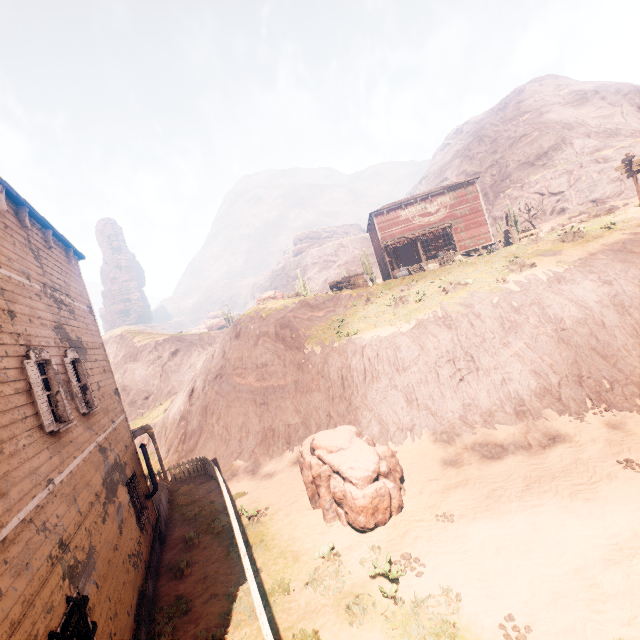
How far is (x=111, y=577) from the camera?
6.66m

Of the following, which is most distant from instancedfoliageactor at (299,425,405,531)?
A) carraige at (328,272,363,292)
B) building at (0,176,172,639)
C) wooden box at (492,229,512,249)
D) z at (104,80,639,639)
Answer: wooden box at (492,229,512,249)

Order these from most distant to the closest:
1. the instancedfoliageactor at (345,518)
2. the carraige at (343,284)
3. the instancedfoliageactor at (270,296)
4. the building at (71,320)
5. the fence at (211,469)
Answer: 1. the carraige at (343,284)
2. the instancedfoliageactor at (270,296)
3. the instancedfoliageactor at (345,518)
4. the fence at (211,469)
5. the building at (71,320)

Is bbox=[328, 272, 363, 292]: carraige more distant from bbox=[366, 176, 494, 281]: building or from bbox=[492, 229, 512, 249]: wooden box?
bbox=[492, 229, 512, 249]: wooden box

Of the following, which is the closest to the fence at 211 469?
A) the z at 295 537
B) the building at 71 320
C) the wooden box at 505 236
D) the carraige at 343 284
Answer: the z at 295 537

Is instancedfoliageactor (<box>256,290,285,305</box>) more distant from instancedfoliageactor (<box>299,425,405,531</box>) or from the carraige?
instancedfoliageactor (<box>299,425,405,531</box>)

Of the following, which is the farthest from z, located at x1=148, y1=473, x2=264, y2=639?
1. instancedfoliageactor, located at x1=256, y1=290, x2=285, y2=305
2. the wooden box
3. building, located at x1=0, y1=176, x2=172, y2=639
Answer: the wooden box

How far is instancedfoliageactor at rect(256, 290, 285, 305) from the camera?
26.66m
